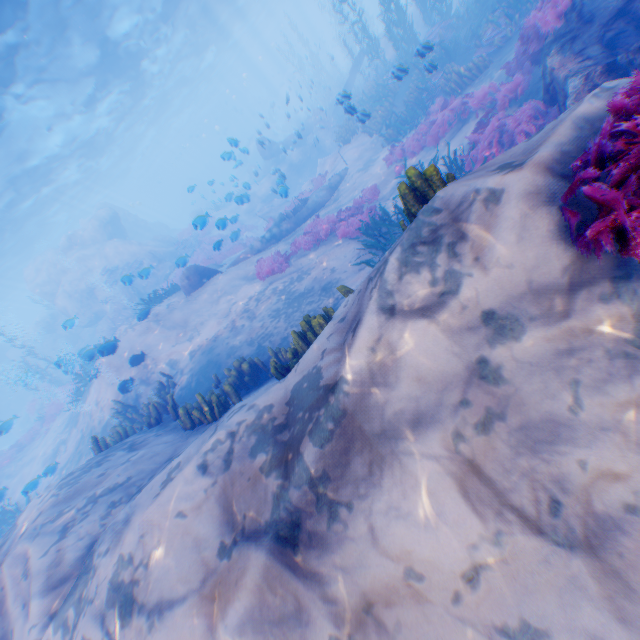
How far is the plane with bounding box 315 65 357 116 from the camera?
11.08m

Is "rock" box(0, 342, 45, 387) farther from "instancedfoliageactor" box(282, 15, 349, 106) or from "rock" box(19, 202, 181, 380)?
"instancedfoliageactor" box(282, 15, 349, 106)

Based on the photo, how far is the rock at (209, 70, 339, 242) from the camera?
18.2m

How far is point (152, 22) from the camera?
21.1 meters

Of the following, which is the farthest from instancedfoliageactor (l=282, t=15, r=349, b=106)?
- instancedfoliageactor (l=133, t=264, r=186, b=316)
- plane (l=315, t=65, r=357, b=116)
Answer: instancedfoliageactor (l=133, t=264, r=186, b=316)

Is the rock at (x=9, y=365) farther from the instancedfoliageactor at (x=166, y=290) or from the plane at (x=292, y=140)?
the plane at (x=292, y=140)

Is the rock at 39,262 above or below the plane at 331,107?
above

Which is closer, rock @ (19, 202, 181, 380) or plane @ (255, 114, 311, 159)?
plane @ (255, 114, 311, 159)
